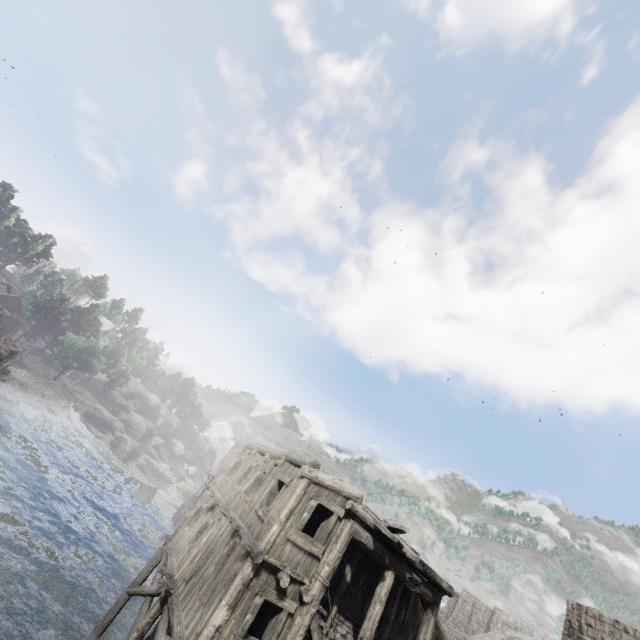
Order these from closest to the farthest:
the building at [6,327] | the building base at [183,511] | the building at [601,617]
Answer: the building at [601,617]
the building at [6,327]
the building base at [183,511]

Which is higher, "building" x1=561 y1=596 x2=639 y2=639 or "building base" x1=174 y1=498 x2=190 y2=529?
"building" x1=561 y1=596 x2=639 y2=639

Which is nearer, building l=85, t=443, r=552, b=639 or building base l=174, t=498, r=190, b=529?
building l=85, t=443, r=552, b=639

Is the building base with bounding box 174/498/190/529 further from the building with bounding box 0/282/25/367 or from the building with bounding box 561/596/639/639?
the building with bounding box 0/282/25/367

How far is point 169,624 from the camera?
14.40m

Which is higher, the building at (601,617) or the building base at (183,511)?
the building at (601,617)

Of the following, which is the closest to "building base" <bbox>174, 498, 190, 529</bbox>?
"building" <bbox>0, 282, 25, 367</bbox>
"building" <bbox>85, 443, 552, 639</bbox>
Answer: "building" <bbox>85, 443, 552, 639</bbox>
